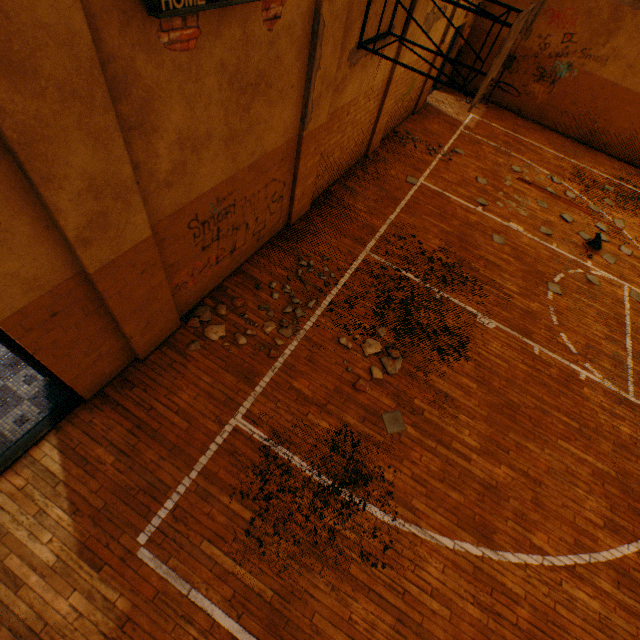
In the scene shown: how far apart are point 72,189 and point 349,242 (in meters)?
5.31

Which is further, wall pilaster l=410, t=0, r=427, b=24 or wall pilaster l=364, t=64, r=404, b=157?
wall pilaster l=364, t=64, r=404, b=157

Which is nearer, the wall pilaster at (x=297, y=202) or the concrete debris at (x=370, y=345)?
the wall pilaster at (x=297, y=202)

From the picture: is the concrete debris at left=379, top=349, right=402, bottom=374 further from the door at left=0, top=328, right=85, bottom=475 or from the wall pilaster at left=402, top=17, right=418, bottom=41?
the wall pilaster at left=402, top=17, right=418, bottom=41

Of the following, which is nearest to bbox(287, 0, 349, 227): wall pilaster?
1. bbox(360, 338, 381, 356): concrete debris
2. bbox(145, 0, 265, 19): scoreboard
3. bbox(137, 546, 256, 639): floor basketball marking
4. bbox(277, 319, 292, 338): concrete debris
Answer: bbox(145, 0, 265, 19): scoreboard

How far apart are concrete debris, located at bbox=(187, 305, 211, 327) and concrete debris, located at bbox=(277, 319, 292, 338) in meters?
0.6

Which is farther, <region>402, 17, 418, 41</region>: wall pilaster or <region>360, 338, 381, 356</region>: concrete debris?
<region>402, 17, 418, 41</region>: wall pilaster

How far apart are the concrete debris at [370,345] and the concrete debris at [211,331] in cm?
232
